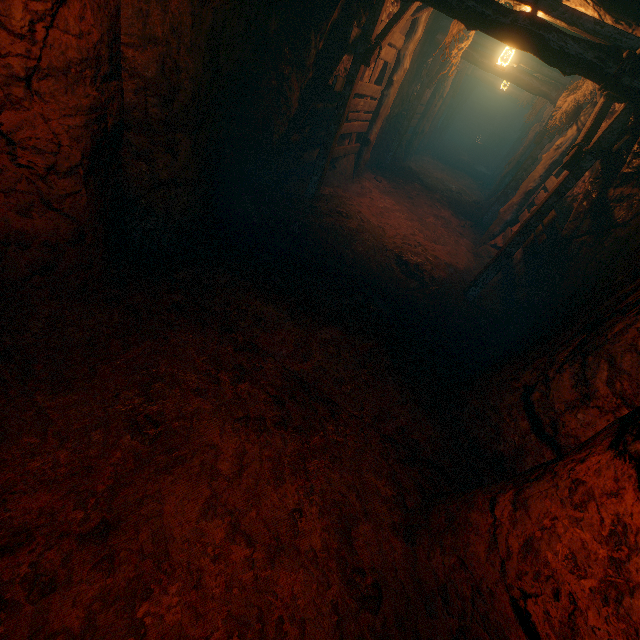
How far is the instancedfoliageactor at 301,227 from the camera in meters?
6.0 m

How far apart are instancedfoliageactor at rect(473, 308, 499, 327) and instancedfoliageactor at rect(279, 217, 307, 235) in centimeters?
366cm

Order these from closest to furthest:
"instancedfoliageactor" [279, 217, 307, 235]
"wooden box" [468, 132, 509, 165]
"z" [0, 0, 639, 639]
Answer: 1. "z" [0, 0, 639, 639]
2. "instancedfoliageactor" [279, 217, 307, 235]
3. "wooden box" [468, 132, 509, 165]

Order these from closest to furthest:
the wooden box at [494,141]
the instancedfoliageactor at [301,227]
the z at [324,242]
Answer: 1. the z at [324,242]
2. the instancedfoliageactor at [301,227]
3. the wooden box at [494,141]

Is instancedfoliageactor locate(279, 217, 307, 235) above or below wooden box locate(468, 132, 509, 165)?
below

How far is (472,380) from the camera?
4.01m

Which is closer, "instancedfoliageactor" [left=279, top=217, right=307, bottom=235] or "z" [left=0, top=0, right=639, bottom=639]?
"z" [left=0, top=0, right=639, bottom=639]

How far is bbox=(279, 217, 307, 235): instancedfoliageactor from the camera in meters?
6.0 m
